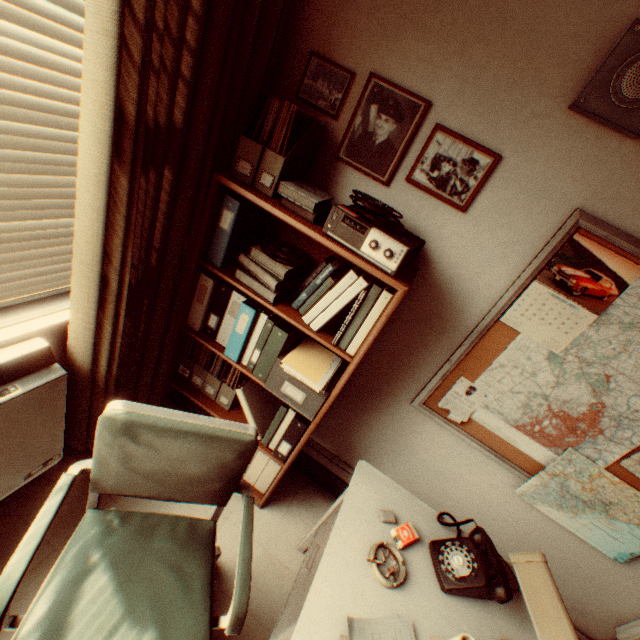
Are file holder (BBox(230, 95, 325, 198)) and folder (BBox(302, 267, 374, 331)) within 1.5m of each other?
yes

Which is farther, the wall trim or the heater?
the wall trim

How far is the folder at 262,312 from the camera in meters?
1.9

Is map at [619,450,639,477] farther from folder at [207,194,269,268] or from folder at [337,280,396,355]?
folder at [207,194,269,268]

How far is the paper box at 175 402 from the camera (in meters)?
2.42

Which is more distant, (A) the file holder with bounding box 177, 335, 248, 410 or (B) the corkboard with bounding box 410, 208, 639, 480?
(A) the file holder with bounding box 177, 335, 248, 410

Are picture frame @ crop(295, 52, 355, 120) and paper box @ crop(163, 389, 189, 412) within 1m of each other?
no

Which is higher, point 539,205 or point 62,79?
point 539,205
